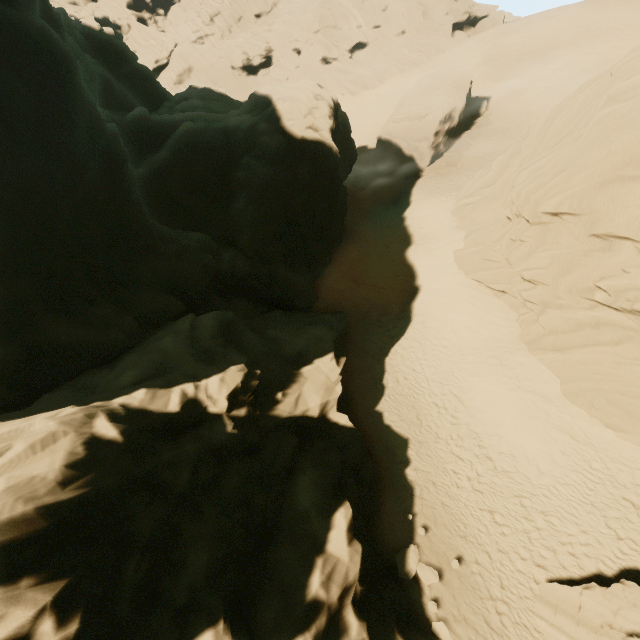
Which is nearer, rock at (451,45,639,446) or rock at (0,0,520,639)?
rock at (0,0,520,639)

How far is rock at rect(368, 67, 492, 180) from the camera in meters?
30.9

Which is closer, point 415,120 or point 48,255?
point 48,255

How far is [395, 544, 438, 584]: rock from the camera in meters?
11.2

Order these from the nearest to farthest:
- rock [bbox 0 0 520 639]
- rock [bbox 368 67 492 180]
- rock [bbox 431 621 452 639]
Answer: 1. rock [bbox 0 0 520 639]
2. rock [bbox 431 621 452 639]
3. rock [bbox 368 67 492 180]

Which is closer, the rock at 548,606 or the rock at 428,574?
the rock at 548,606

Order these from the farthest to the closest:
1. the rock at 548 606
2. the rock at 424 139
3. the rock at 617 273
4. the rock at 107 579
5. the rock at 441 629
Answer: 1. the rock at 424 139
2. the rock at 617 273
3. the rock at 441 629
4. the rock at 548 606
5. the rock at 107 579
